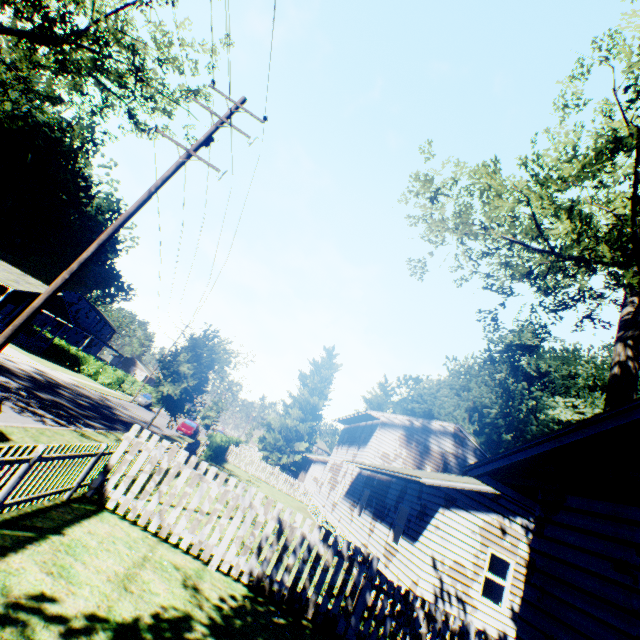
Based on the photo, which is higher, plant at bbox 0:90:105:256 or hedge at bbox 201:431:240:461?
plant at bbox 0:90:105:256

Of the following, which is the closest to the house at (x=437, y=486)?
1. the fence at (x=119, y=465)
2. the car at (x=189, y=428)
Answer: the fence at (x=119, y=465)

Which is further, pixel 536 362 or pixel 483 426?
pixel 483 426

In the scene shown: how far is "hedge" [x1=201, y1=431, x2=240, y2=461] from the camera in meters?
25.9 m

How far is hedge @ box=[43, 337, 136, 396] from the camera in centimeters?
4150cm

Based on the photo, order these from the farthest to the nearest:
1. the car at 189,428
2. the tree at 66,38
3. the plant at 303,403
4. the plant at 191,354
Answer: the plant at 303,403, the car at 189,428, the plant at 191,354, the tree at 66,38

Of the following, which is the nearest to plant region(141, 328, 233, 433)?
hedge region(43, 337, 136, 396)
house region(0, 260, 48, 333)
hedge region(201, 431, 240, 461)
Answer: hedge region(201, 431, 240, 461)

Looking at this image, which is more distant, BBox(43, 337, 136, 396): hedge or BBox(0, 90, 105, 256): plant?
BBox(0, 90, 105, 256): plant
